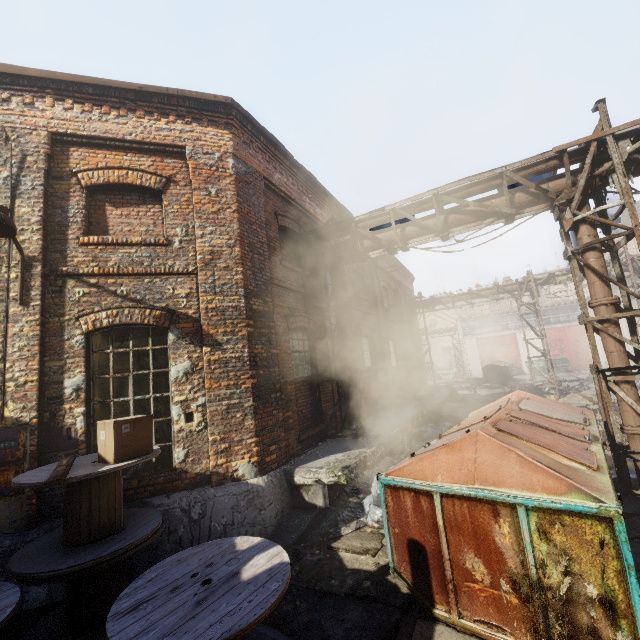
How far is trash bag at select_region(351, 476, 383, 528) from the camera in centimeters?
552cm

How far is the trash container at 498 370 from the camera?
28.82m

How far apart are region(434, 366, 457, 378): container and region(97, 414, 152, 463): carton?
39.2m

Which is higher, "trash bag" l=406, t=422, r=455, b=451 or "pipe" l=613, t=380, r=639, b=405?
"pipe" l=613, t=380, r=639, b=405

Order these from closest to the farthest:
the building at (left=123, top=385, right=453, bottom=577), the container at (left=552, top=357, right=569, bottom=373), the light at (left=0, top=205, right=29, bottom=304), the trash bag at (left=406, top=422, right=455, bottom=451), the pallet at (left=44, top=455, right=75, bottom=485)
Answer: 1. the pallet at (left=44, top=455, right=75, bottom=485)
2. the light at (left=0, top=205, right=29, bottom=304)
3. the building at (left=123, top=385, right=453, bottom=577)
4. the trash bag at (left=406, top=422, right=455, bottom=451)
5. the container at (left=552, top=357, right=569, bottom=373)

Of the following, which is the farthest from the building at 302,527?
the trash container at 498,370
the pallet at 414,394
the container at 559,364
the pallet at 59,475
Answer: the container at 559,364

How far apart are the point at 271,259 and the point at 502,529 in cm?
630

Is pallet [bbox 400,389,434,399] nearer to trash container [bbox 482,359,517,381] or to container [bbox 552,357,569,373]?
trash container [bbox 482,359,517,381]
